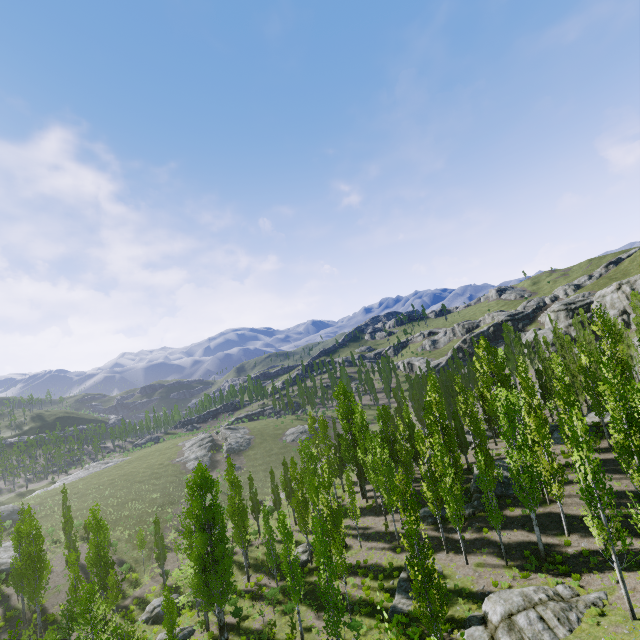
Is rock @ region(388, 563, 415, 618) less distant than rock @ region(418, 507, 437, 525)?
Yes

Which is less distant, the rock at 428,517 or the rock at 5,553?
the rock at 428,517

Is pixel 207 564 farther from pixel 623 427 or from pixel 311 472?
pixel 623 427

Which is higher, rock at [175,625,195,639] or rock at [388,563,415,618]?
rock at [388,563,415,618]

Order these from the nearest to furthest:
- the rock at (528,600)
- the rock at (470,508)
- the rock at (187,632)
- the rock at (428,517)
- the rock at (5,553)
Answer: the rock at (528,600) < the rock at (187,632) < the rock at (470,508) < the rock at (428,517) < the rock at (5,553)

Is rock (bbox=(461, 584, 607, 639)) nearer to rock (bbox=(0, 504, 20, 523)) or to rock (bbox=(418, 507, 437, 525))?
rock (bbox=(418, 507, 437, 525))

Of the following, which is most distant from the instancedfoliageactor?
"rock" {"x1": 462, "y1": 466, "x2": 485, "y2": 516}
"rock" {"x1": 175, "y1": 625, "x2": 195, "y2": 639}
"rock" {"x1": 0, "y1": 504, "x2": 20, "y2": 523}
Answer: "rock" {"x1": 0, "y1": 504, "x2": 20, "y2": 523}

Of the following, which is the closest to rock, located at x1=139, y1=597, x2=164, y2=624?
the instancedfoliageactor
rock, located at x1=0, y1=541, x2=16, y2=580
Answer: the instancedfoliageactor
